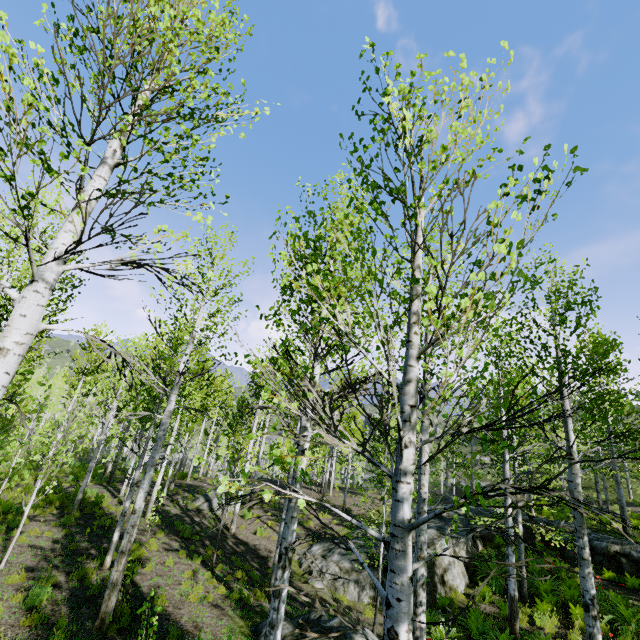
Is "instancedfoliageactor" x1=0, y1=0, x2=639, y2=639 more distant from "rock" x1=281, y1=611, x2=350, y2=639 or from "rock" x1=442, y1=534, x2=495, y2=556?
"rock" x1=442, y1=534, x2=495, y2=556

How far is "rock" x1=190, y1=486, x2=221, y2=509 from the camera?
16.94m

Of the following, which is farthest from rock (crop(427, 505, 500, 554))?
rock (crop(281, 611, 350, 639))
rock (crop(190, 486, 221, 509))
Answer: rock (crop(190, 486, 221, 509))

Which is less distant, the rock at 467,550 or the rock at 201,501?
the rock at 467,550

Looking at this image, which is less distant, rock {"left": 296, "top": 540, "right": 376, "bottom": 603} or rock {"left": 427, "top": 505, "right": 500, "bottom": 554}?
rock {"left": 296, "top": 540, "right": 376, "bottom": 603}

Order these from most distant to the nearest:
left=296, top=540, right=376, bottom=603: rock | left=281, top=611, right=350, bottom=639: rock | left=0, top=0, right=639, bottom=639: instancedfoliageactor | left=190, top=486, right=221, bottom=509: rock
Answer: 1. left=190, top=486, right=221, bottom=509: rock
2. left=296, top=540, right=376, bottom=603: rock
3. left=281, top=611, right=350, bottom=639: rock
4. left=0, top=0, right=639, bottom=639: instancedfoliageactor

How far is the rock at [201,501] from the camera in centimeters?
1694cm

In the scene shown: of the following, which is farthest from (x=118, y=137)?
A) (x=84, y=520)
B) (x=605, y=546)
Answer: (x=605, y=546)
